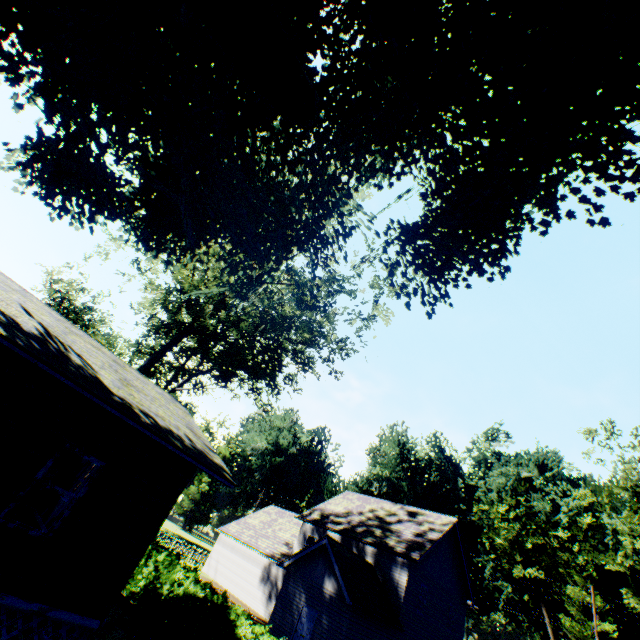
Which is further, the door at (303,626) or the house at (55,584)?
the door at (303,626)

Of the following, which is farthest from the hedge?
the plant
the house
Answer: the house

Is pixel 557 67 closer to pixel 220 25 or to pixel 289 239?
pixel 220 25

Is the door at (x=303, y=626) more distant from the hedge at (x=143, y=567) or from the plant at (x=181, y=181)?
the plant at (x=181, y=181)

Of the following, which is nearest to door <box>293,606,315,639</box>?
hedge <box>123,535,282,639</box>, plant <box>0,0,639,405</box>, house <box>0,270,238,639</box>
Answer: hedge <box>123,535,282,639</box>

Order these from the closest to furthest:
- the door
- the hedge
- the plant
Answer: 1. the plant
2. the hedge
3. the door

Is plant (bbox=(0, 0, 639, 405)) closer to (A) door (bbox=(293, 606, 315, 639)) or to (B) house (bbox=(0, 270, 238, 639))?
(B) house (bbox=(0, 270, 238, 639))
